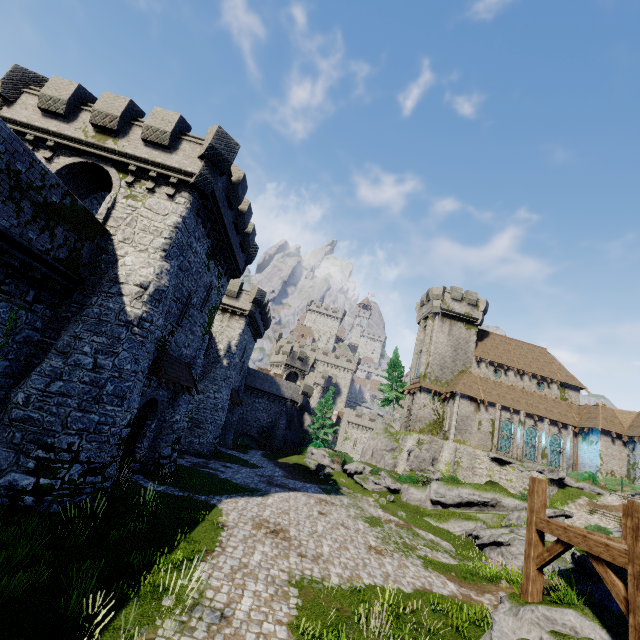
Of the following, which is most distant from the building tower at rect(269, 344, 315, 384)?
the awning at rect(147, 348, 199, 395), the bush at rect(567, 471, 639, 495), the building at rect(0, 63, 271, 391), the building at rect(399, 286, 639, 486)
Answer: the bush at rect(567, 471, 639, 495)

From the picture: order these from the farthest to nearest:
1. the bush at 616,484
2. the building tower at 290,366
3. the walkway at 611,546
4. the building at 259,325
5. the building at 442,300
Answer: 1. the building tower at 290,366
2. the building at 442,300
3. the bush at 616,484
4. the building at 259,325
5. the walkway at 611,546

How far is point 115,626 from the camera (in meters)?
6.34

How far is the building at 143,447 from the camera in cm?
1624

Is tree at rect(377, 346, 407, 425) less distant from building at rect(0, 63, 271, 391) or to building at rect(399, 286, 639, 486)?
building at rect(399, 286, 639, 486)

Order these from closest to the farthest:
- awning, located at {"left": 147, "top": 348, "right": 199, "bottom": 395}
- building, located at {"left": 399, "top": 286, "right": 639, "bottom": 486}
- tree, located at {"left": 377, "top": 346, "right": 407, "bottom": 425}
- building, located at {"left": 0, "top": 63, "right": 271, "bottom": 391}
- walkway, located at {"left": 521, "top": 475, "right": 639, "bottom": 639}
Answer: walkway, located at {"left": 521, "top": 475, "right": 639, "bottom": 639}
building, located at {"left": 0, "top": 63, "right": 271, "bottom": 391}
awning, located at {"left": 147, "top": 348, "right": 199, "bottom": 395}
building, located at {"left": 399, "top": 286, "right": 639, "bottom": 486}
tree, located at {"left": 377, "top": 346, "right": 407, "bottom": 425}

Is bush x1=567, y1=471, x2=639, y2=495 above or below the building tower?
below

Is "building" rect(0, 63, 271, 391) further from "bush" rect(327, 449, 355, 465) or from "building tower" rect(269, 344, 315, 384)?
"bush" rect(327, 449, 355, 465)
